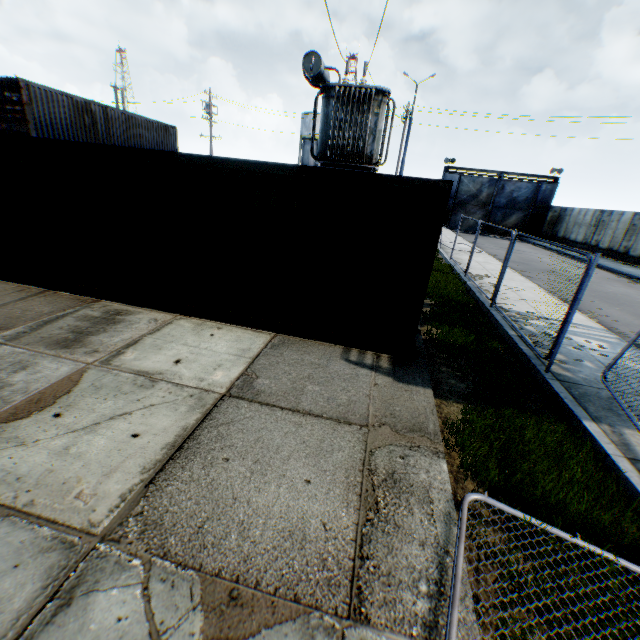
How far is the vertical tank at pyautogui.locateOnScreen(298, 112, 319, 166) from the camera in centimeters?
4747cm

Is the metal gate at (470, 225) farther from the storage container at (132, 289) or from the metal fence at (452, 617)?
the metal fence at (452, 617)

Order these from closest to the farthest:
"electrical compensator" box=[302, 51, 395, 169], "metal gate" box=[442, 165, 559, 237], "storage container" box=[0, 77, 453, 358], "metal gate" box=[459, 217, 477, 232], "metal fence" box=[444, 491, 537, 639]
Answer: "metal fence" box=[444, 491, 537, 639] → "storage container" box=[0, 77, 453, 358] → "electrical compensator" box=[302, 51, 395, 169] → "metal gate" box=[442, 165, 559, 237] → "metal gate" box=[459, 217, 477, 232]

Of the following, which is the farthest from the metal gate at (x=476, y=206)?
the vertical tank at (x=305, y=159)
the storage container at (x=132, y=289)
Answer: the storage container at (x=132, y=289)

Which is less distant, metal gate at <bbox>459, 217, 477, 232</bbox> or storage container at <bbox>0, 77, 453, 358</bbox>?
storage container at <bbox>0, 77, 453, 358</bbox>

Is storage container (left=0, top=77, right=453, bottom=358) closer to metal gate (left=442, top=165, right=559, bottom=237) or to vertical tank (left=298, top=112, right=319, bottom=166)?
metal gate (left=442, top=165, right=559, bottom=237)

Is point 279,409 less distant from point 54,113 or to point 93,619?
point 93,619

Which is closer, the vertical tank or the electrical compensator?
the electrical compensator
